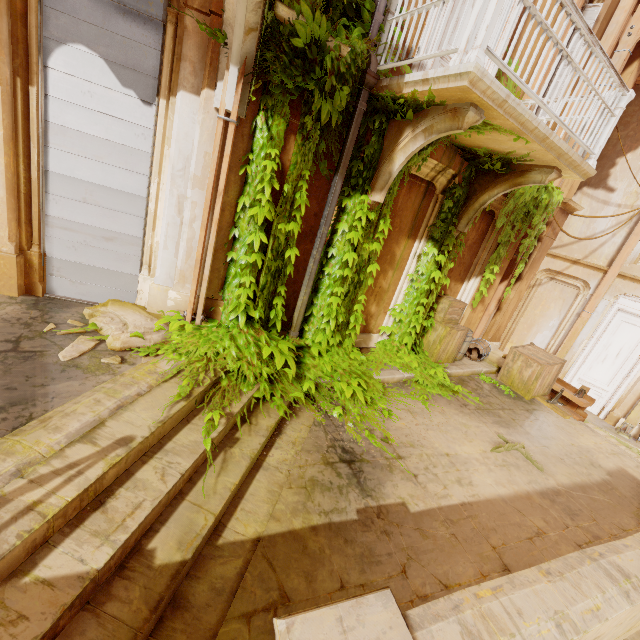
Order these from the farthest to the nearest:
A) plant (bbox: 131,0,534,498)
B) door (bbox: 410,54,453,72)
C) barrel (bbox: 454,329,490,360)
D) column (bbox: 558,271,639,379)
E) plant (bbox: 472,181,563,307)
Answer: column (bbox: 558,271,639,379) → barrel (bbox: 454,329,490,360) → plant (bbox: 472,181,563,307) → door (bbox: 410,54,453,72) → plant (bbox: 131,0,534,498)

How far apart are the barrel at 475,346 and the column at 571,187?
4.1m

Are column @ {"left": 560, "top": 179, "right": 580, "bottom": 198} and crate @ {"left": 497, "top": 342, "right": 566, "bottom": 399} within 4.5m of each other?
yes

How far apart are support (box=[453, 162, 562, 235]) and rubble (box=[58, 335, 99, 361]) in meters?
5.6

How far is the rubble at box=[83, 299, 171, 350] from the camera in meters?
3.9

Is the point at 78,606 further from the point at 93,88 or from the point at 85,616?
the point at 93,88

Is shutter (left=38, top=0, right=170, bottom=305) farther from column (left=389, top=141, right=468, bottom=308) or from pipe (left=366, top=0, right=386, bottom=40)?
column (left=389, top=141, right=468, bottom=308)

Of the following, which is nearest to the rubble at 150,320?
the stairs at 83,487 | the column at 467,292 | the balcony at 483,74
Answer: the stairs at 83,487
